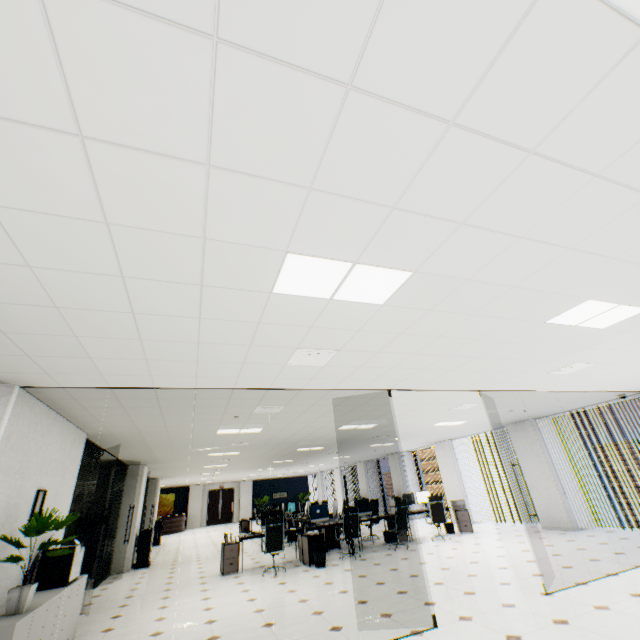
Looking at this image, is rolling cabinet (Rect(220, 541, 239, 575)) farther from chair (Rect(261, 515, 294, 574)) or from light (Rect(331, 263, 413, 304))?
light (Rect(331, 263, 413, 304))

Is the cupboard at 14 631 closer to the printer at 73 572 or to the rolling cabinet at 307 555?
the printer at 73 572

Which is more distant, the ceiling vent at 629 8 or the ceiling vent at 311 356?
the ceiling vent at 311 356

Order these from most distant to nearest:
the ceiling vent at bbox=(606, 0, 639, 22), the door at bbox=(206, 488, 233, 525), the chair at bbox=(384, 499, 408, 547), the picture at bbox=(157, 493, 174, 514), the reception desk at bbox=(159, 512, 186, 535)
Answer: the door at bbox=(206, 488, 233, 525) < the picture at bbox=(157, 493, 174, 514) < the reception desk at bbox=(159, 512, 186, 535) < the chair at bbox=(384, 499, 408, 547) < the ceiling vent at bbox=(606, 0, 639, 22)

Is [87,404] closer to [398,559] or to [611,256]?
[611,256]

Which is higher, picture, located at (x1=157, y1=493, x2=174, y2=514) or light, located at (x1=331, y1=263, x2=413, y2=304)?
light, located at (x1=331, y1=263, x2=413, y2=304)

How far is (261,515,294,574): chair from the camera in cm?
768

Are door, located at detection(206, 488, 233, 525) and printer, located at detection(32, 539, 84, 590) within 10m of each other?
no
